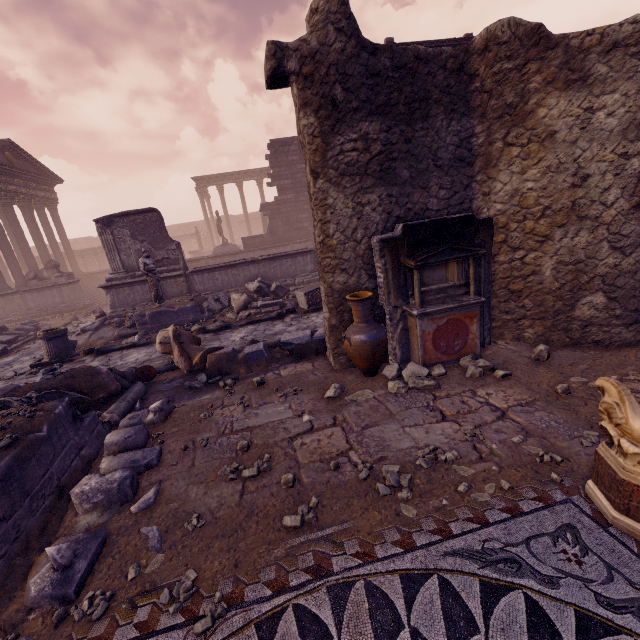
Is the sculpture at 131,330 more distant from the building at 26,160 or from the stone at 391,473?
the stone at 391,473

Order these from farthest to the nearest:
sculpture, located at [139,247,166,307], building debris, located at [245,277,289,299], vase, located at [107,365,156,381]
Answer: building debris, located at [245,277,289,299] → sculpture, located at [139,247,166,307] → vase, located at [107,365,156,381]

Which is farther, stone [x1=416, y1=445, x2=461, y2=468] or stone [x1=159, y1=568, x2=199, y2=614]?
stone [x1=416, y1=445, x2=461, y2=468]

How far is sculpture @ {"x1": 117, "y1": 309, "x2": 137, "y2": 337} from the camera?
10.2m

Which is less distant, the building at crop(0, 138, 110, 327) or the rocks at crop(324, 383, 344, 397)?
the rocks at crop(324, 383, 344, 397)

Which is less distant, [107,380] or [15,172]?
[107,380]

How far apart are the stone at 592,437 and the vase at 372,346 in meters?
2.5

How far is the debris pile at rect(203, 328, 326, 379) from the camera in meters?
6.1 m
